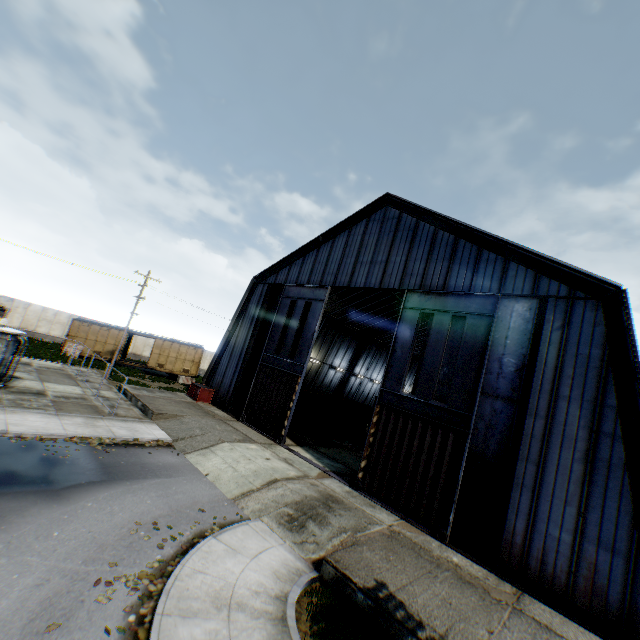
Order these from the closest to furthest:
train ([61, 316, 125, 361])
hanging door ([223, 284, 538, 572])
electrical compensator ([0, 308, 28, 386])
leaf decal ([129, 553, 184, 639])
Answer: leaf decal ([129, 553, 184, 639]) < hanging door ([223, 284, 538, 572]) < electrical compensator ([0, 308, 28, 386]) < train ([61, 316, 125, 361])

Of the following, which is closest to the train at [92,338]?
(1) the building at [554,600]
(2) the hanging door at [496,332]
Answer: (1) the building at [554,600]

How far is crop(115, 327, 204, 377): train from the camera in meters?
34.0

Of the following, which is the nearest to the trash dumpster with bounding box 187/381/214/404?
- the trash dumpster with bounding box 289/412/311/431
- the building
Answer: the building

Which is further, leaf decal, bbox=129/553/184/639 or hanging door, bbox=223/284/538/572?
hanging door, bbox=223/284/538/572

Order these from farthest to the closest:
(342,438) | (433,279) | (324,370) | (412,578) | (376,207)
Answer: (324,370)
(342,438)
(376,207)
(433,279)
(412,578)

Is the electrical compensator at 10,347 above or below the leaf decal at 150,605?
above
